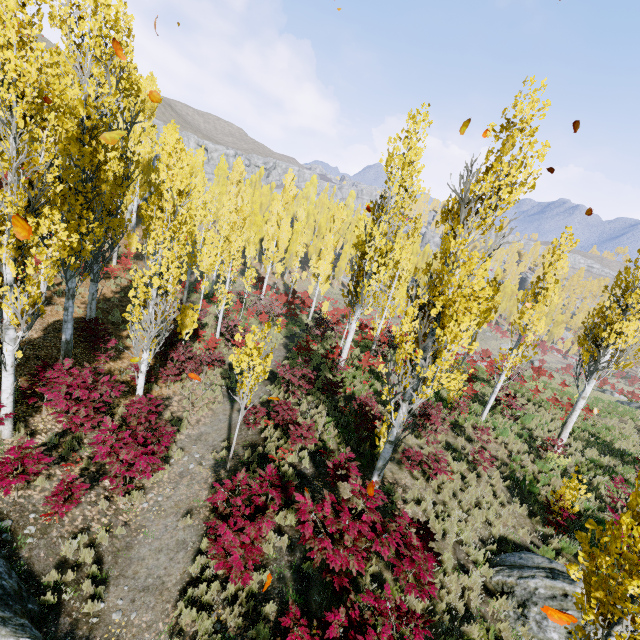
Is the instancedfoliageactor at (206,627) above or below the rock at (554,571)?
below

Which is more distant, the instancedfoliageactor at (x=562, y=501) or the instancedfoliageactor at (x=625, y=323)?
the instancedfoliageactor at (x=625, y=323)

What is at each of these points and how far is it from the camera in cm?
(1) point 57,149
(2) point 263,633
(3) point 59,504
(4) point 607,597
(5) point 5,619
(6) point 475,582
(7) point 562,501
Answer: (1) instancedfoliageactor, 926
(2) instancedfoliageactor, 571
(3) instancedfoliageactor, 679
(4) instancedfoliageactor, 391
(5) rock, 517
(6) instancedfoliageactor, 742
(7) instancedfoliageactor, 970

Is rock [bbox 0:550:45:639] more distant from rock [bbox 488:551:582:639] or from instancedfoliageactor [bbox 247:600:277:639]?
rock [bbox 488:551:582:639]

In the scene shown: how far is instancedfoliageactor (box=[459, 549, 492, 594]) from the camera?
7.4m

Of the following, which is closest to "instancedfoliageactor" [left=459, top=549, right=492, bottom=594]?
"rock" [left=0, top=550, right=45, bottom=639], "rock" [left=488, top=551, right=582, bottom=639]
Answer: "rock" [left=488, top=551, right=582, bottom=639]
